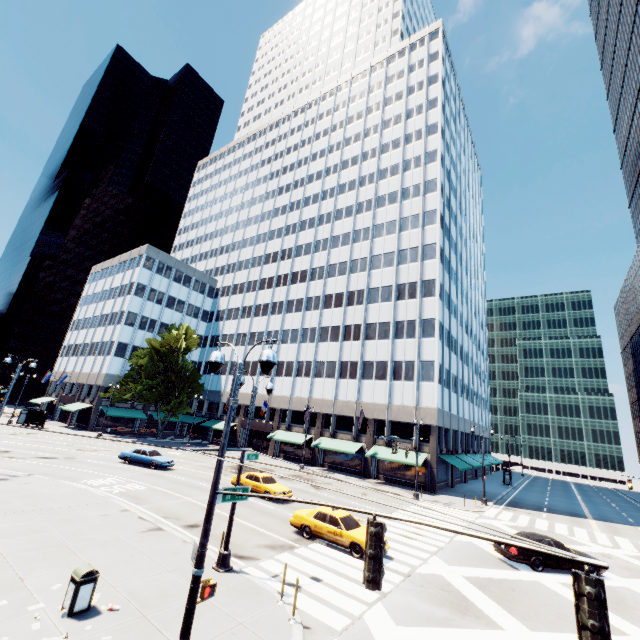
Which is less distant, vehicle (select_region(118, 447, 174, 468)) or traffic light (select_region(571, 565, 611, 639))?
traffic light (select_region(571, 565, 611, 639))

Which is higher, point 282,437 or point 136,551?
point 282,437

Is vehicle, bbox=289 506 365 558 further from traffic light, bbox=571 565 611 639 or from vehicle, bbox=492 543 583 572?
traffic light, bbox=571 565 611 639

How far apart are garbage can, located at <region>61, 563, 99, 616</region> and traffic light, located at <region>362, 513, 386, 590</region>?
8.65m

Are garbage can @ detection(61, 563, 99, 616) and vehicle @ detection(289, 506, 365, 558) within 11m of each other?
yes

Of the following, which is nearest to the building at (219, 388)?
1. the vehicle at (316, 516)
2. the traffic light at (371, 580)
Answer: the vehicle at (316, 516)

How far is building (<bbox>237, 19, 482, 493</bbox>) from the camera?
39.6m

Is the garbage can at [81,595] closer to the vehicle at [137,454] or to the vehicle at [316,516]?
the vehicle at [316,516]
